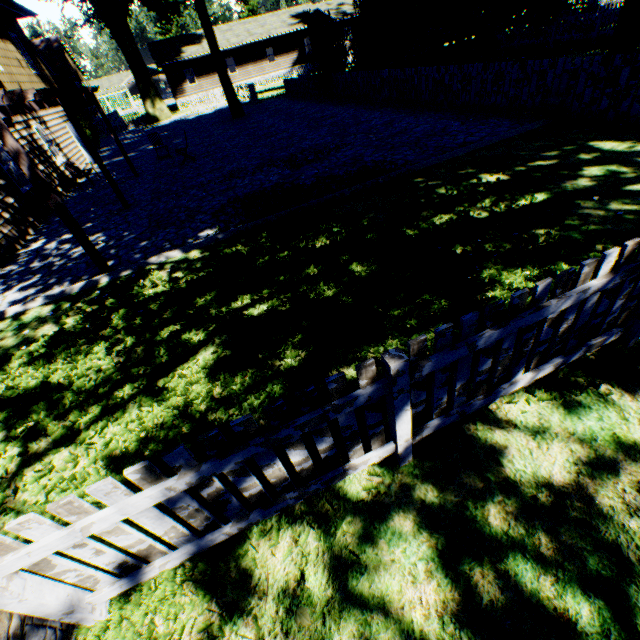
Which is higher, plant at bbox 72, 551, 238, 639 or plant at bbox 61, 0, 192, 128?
plant at bbox 61, 0, 192, 128

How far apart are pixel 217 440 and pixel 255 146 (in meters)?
14.68

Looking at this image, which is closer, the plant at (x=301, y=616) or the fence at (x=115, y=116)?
the plant at (x=301, y=616)

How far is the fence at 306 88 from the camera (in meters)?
21.47

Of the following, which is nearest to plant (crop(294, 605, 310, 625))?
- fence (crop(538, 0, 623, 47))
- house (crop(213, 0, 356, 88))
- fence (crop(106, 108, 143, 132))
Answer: fence (crop(538, 0, 623, 47))

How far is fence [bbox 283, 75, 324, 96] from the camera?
21.5 meters

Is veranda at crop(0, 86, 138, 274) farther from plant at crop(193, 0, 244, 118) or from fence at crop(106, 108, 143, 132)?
fence at crop(106, 108, 143, 132)

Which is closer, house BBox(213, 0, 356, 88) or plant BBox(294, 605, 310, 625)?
plant BBox(294, 605, 310, 625)
